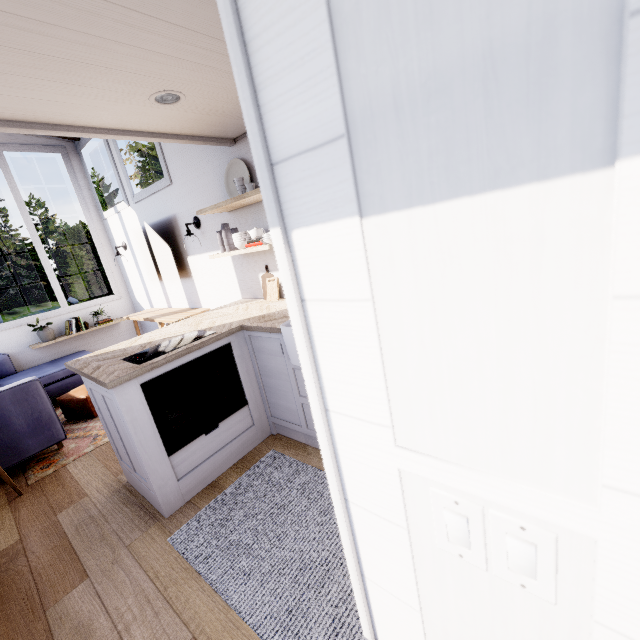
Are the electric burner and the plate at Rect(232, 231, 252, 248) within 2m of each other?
yes

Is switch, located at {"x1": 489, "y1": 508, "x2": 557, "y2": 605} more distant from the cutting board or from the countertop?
the cutting board

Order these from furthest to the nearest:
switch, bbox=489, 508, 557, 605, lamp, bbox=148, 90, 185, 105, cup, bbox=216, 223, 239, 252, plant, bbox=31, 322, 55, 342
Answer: plant, bbox=31, 322, 55, 342
cup, bbox=216, 223, 239, 252
lamp, bbox=148, 90, 185, 105
switch, bbox=489, 508, 557, 605

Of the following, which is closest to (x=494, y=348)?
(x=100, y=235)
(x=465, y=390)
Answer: (x=465, y=390)

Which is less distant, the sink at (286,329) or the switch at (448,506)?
the switch at (448,506)

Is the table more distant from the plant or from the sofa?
the plant

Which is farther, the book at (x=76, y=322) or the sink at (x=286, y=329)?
the book at (x=76, y=322)

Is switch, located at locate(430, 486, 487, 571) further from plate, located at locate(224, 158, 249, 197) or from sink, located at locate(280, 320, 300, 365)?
plate, located at locate(224, 158, 249, 197)
